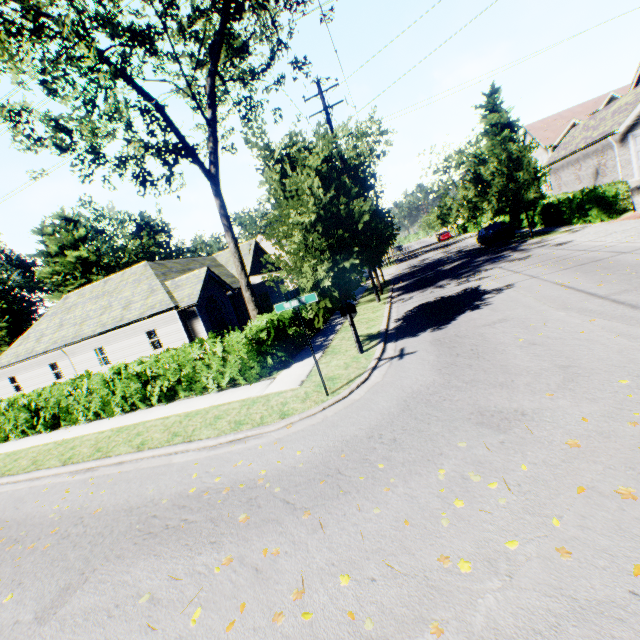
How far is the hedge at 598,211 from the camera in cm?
1780

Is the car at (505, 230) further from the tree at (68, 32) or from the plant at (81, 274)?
the plant at (81, 274)

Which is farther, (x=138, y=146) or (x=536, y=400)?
(x=138, y=146)

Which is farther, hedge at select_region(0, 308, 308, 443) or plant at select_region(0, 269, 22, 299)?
plant at select_region(0, 269, 22, 299)

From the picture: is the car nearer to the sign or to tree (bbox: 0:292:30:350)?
tree (bbox: 0:292:30:350)

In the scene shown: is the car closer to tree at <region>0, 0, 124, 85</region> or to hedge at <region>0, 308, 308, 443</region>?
tree at <region>0, 0, 124, 85</region>

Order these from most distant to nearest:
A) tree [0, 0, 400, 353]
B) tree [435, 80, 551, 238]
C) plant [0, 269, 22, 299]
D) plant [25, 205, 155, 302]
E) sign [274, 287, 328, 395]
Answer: plant [0, 269, 22, 299] < plant [25, 205, 155, 302] < tree [435, 80, 551, 238] < tree [0, 0, 400, 353] < sign [274, 287, 328, 395]

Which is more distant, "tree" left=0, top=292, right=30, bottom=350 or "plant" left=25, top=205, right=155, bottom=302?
"plant" left=25, top=205, right=155, bottom=302
